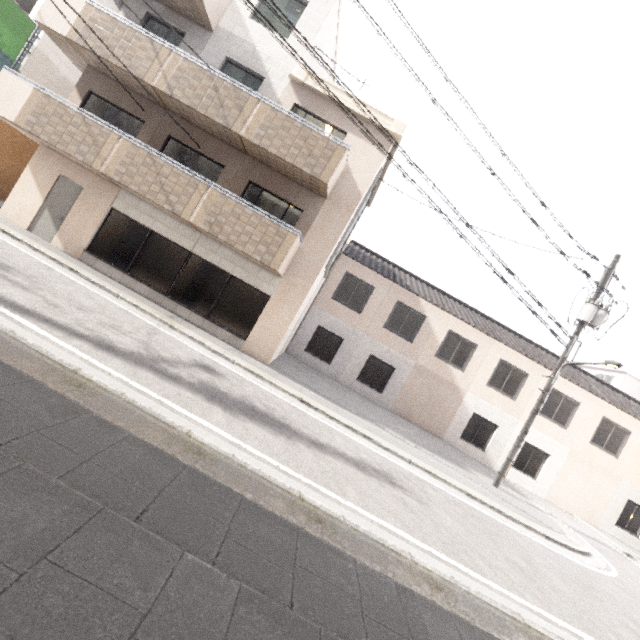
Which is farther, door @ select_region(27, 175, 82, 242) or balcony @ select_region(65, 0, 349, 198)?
door @ select_region(27, 175, 82, 242)

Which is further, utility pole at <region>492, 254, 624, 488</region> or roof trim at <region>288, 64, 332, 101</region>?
utility pole at <region>492, 254, 624, 488</region>

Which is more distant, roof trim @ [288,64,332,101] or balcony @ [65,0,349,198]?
roof trim @ [288,64,332,101]

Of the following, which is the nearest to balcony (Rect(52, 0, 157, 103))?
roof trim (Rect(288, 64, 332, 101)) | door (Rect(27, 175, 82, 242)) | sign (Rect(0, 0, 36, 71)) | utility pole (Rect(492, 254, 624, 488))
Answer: roof trim (Rect(288, 64, 332, 101))

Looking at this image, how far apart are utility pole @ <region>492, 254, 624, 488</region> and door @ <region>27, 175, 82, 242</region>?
16.89m

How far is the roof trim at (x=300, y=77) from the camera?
10.5m

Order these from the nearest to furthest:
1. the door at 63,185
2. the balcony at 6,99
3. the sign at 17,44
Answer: the balcony at 6,99, the door at 63,185, the sign at 17,44

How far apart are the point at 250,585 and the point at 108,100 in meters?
13.9 m
